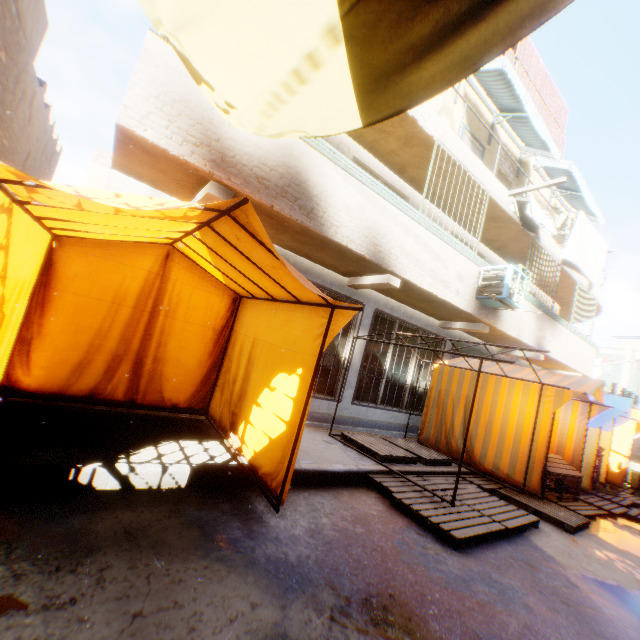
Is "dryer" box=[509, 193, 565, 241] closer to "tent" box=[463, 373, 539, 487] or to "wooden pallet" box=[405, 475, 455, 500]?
"tent" box=[463, 373, 539, 487]

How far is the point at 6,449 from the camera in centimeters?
286cm

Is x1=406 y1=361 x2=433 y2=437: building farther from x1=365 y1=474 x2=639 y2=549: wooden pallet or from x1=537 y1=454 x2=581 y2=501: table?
x1=537 y1=454 x2=581 y2=501: table

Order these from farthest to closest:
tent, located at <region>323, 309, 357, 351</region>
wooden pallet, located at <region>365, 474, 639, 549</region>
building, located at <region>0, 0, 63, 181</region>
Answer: building, located at <region>0, 0, 63, 181</region>
wooden pallet, located at <region>365, 474, 639, 549</region>
tent, located at <region>323, 309, 357, 351</region>

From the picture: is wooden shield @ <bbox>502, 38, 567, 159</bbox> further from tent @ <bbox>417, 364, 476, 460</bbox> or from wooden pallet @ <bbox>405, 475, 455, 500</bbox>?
wooden pallet @ <bbox>405, 475, 455, 500</bbox>

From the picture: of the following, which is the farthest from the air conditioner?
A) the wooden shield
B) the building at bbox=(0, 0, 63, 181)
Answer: the wooden shield

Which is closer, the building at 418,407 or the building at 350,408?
the building at 350,408

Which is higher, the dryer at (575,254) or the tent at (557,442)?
the dryer at (575,254)
